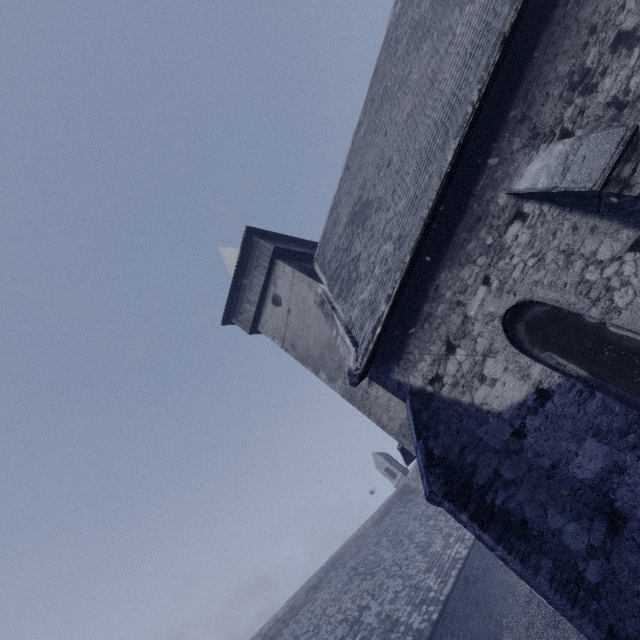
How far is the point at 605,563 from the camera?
4.21m
